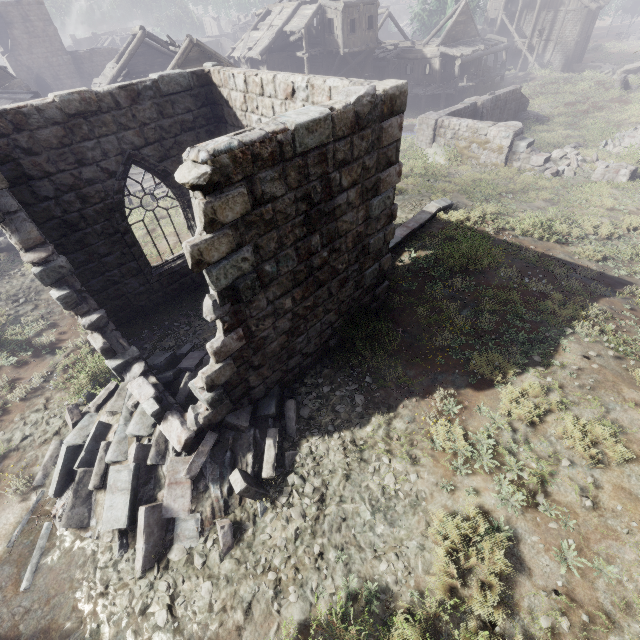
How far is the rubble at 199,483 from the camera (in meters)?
4.99

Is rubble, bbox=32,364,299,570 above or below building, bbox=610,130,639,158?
above

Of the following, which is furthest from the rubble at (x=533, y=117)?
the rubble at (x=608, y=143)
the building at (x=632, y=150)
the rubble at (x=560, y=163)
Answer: the rubble at (x=560, y=163)

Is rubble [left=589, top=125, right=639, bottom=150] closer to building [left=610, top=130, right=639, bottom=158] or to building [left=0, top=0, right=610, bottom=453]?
building [left=610, top=130, right=639, bottom=158]

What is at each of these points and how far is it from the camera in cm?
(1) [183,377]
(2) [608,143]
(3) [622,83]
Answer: (1) rubble, 666
(2) rubble, 1870
(3) building, 2562

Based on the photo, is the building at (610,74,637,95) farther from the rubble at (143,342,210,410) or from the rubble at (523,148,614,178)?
the rubble at (143,342,210,410)

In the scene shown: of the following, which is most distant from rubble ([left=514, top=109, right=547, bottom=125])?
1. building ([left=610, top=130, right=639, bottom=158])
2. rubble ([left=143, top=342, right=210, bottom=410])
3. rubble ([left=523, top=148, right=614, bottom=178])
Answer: rubble ([left=143, top=342, right=210, bottom=410])

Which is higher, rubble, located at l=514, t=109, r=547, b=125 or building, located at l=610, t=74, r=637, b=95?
building, located at l=610, t=74, r=637, b=95
